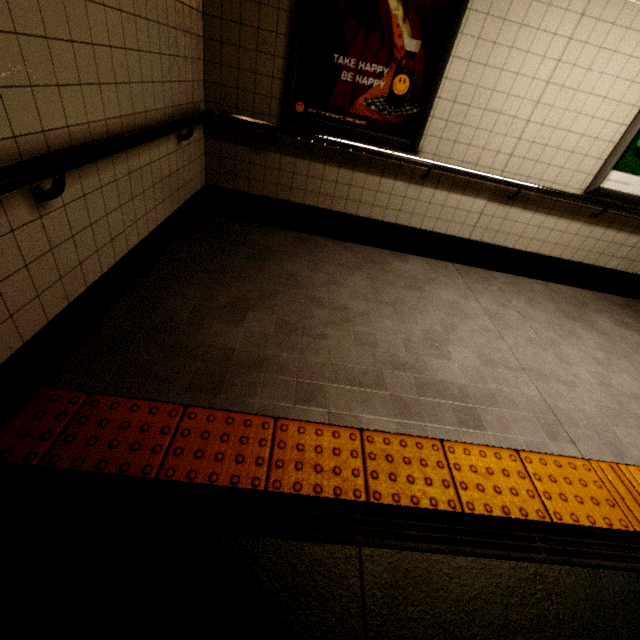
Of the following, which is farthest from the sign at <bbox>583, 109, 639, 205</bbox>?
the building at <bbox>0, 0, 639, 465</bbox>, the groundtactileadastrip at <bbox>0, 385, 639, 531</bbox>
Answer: the groundtactileadastrip at <bbox>0, 385, 639, 531</bbox>

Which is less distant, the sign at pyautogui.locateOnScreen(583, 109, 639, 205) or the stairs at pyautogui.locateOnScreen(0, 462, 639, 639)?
the stairs at pyautogui.locateOnScreen(0, 462, 639, 639)

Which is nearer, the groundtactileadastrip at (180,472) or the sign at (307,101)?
the groundtactileadastrip at (180,472)

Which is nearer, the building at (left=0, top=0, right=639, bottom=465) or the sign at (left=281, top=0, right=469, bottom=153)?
the building at (left=0, top=0, right=639, bottom=465)

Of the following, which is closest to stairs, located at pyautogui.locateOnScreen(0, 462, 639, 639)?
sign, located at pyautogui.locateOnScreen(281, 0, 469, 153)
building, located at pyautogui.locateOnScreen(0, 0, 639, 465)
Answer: building, located at pyautogui.locateOnScreen(0, 0, 639, 465)

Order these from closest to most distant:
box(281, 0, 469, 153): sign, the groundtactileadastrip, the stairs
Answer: the stairs
the groundtactileadastrip
box(281, 0, 469, 153): sign

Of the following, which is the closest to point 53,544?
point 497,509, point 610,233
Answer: point 497,509

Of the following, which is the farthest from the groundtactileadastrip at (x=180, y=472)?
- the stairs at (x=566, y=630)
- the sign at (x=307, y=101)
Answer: the sign at (x=307, y=101)
